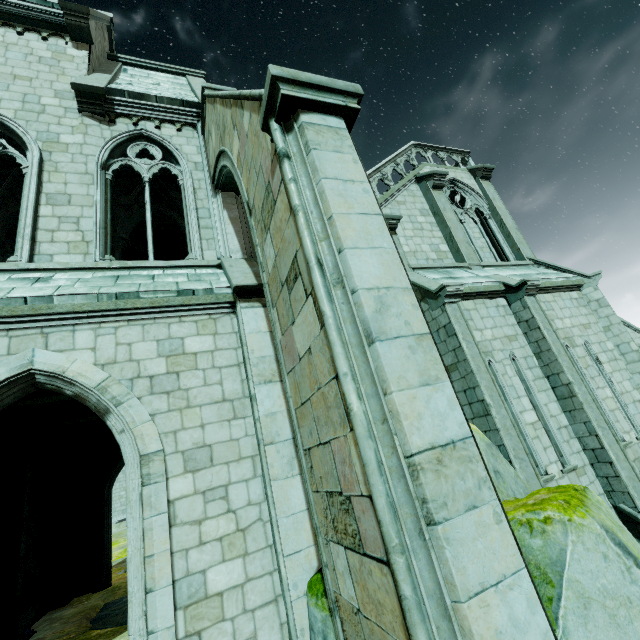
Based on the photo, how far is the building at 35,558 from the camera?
10.5m

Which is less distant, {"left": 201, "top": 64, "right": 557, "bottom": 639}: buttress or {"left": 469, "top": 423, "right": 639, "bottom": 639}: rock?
{"left": 201, "top": 64, "right": 557, "bottom": 639}: buttress

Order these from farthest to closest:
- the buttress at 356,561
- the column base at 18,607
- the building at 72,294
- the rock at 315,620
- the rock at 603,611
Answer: the column base at 18,607 < the building at 72,294 < the rock at 315,620 < the rock at 603,611 < the buttress at 356,561

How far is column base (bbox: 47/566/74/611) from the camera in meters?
11.0

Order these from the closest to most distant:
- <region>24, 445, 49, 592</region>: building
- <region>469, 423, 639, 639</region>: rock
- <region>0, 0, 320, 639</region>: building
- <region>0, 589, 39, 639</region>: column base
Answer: <region>469, 423, 639, 639</region>: rock → <region>0, 0, 320, 639</region>: building → <region>0, 589, 39, 639</region>: column base → <region>24, 445, 49, 592</region>: building

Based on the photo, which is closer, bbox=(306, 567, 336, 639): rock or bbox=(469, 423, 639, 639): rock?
bbox=(469, 423, 639, 639): rock

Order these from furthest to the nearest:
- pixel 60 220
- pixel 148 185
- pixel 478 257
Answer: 1. pixel 478 257
2. pixel 148 185
3. pixel 60 220

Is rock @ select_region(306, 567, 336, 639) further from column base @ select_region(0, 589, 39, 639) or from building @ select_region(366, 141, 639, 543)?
column base @ select_region(0, 589, 39, 639)
